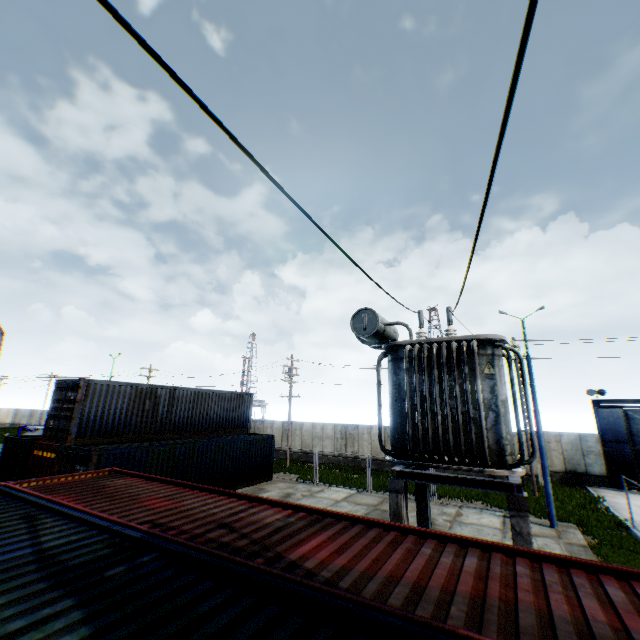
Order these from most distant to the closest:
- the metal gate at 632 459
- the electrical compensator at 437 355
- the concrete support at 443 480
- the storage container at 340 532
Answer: the metal gate at 632 459, the electrical compensator at 437 355, the concrete support at 443 480, the storage container at 340 532

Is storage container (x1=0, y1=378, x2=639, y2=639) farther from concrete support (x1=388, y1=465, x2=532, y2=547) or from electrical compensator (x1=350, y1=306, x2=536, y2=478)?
electrical compensator (x1=350, y1=306, x2=536, y2=478)

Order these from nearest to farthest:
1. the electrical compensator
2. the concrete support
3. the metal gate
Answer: the concrete support → the electrical compensator → the metal gate

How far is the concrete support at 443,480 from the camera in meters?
5.5 m

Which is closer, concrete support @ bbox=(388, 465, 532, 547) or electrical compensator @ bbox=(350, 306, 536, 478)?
concrete support @ bbox=(388, 465, 532, 547)

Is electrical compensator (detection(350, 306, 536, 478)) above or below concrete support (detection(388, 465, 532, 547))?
above

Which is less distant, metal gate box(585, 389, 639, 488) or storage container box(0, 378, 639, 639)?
storage container box(0, 378, 639, 639)

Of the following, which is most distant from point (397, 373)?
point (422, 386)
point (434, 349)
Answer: point (434, 349)
